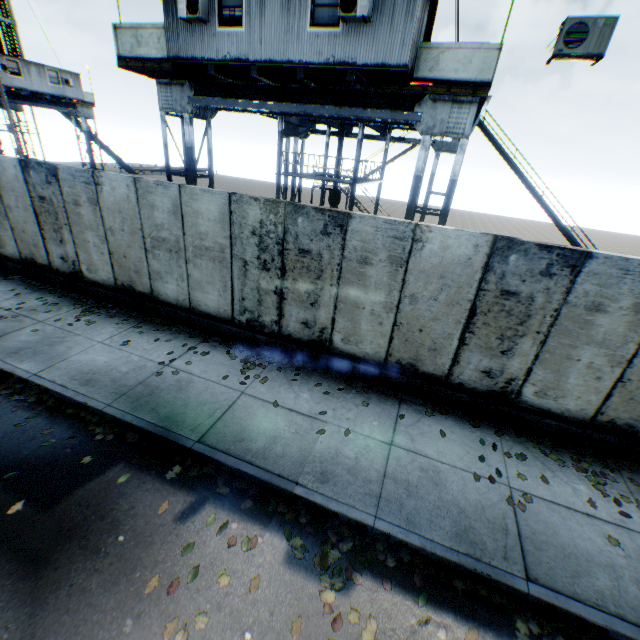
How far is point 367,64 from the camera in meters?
7.7

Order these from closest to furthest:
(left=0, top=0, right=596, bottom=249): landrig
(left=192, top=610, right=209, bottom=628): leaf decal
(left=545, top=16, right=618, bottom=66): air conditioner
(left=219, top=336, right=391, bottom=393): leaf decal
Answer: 1. (left=192, top=610, right=209, bottom=628): leaf decal
2. (left=545, top=16, right=618, bottom=66): air conditioner
3. (left=219, top=336, right=391, bottom=393): leaf decal
4. (left=0, top=0, right=596, bottom=249): landrig

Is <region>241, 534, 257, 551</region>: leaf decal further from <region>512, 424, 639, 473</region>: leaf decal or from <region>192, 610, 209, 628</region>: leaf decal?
<region>512, 424, 639, 473</region>: leaf decal

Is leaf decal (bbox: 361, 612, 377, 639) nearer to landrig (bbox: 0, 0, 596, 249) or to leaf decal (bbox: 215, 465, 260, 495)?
leaf decal (bbox: 215, 465, 260, 495)

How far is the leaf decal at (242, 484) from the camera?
4.7 meters

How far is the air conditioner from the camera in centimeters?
588cm

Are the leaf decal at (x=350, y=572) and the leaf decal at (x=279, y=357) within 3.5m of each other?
yes

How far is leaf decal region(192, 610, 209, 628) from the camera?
3.35m
